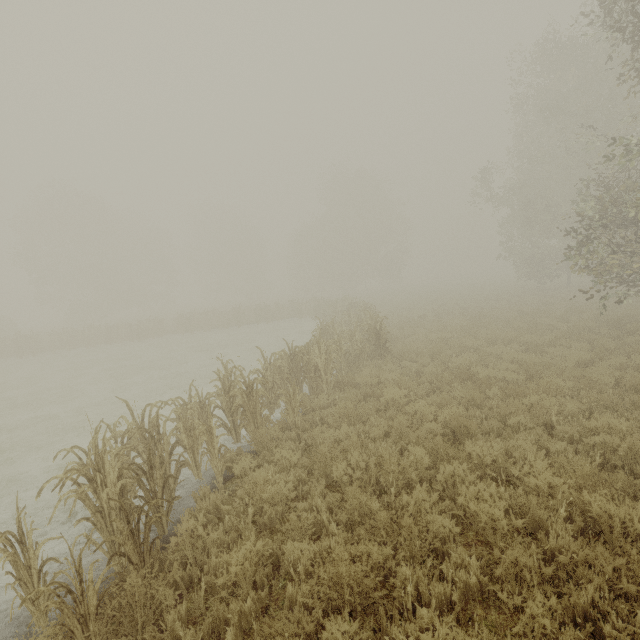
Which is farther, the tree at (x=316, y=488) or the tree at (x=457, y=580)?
the tree at (x=316, y=488)

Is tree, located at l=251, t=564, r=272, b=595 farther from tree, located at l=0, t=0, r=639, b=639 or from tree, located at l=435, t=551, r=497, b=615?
tree, located at l=0, t=0, r=639, b=639

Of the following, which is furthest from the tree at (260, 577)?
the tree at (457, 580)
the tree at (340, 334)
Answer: the tree at (340, 334)

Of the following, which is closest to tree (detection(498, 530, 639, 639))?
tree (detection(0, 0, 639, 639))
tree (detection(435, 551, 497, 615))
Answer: tree (detection(435, 551, 497, 615))

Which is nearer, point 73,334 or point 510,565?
point 510,565

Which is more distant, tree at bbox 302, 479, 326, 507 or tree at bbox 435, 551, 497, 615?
tree at bbox 302, 479, 326, 507
